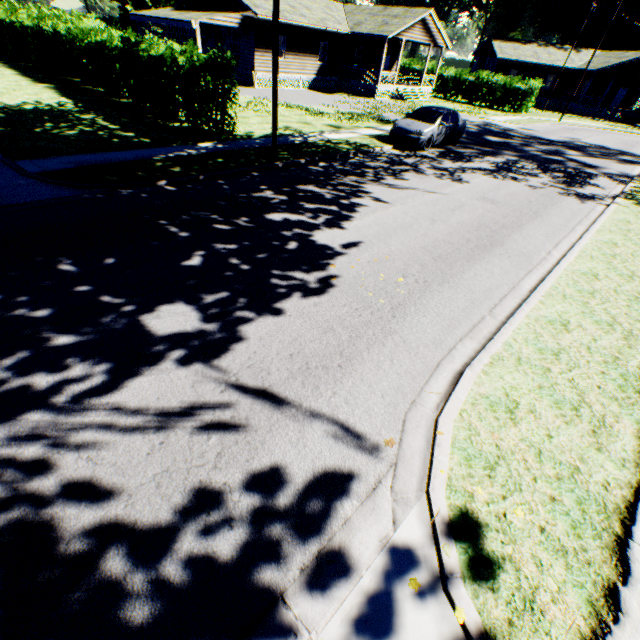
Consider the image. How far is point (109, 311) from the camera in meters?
4.8

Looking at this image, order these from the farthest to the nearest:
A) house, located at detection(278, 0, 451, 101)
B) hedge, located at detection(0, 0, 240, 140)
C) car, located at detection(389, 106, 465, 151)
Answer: house, located at detection(278, 0, 451, 101) < car, located at detection(389, 106, 465, 151) < hedge, located at detection(0, 0, 240, 140)

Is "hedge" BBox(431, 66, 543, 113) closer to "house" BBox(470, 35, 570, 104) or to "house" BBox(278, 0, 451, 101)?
"house" BBox(278, 0, 451, 101)

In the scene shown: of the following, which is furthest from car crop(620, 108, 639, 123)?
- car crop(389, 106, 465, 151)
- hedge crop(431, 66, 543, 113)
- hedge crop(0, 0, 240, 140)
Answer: hedge crop(0, 0, 240, 140)

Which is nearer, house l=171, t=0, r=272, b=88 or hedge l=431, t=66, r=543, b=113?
house l=171, t=0, r=272, b=88

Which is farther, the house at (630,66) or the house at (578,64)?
the house at (578,64)

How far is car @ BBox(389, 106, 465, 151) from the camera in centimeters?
1483cm

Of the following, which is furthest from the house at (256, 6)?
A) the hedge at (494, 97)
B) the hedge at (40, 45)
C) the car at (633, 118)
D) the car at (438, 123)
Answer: the car at (633, 118)
